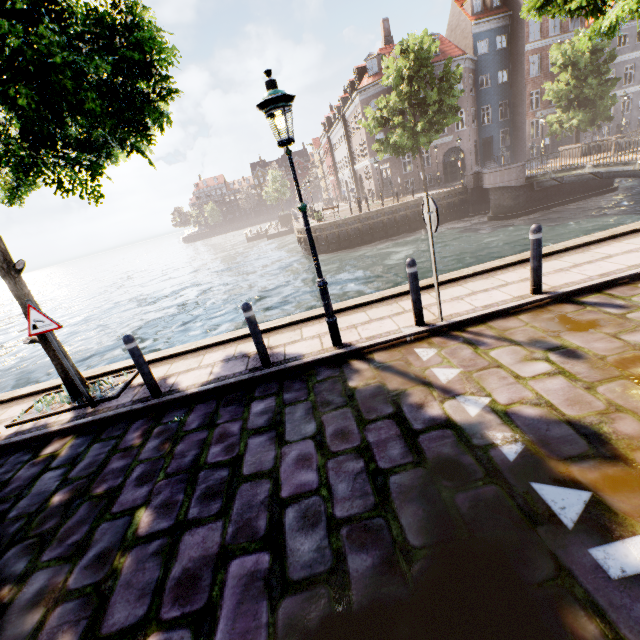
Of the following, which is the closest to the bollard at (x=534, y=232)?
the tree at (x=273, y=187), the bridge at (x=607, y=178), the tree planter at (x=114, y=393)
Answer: the tree planter at (x=114, y=393)

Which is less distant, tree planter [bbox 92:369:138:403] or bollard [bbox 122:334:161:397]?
bollard [bbox 122:334:161:397]

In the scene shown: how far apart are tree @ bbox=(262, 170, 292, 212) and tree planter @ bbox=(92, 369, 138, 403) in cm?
5230

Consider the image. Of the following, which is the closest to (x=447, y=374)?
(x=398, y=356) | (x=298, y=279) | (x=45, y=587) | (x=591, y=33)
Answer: (x=398, y=356)

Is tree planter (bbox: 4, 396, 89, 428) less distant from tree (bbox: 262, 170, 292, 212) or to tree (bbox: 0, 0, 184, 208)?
tree (bbox: 0, 0, 184, 208)

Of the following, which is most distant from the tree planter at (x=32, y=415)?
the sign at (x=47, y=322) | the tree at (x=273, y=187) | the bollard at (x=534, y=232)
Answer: the tree at (x=273, y=187)

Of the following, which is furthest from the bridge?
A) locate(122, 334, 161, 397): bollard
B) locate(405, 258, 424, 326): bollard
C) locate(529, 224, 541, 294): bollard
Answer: locate(122, 334, 161, 397): bollard

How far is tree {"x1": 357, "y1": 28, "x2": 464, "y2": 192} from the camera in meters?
21.8
